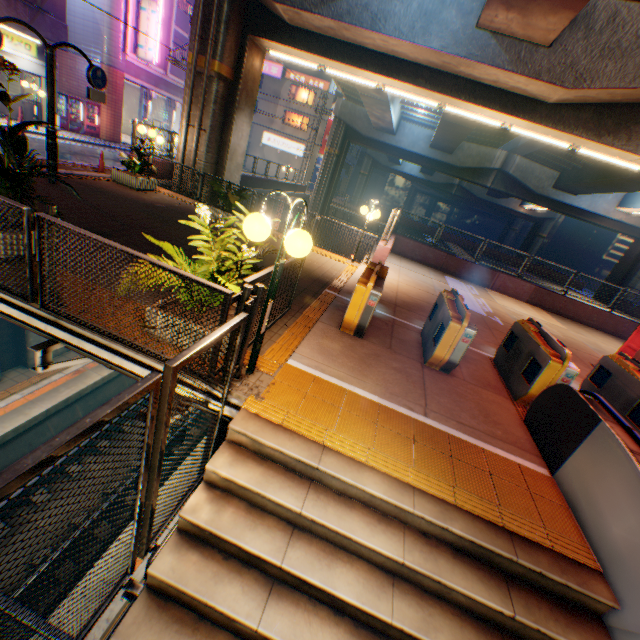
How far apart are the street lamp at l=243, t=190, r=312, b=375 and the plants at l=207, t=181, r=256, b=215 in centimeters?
721cm

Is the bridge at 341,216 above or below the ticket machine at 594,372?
below

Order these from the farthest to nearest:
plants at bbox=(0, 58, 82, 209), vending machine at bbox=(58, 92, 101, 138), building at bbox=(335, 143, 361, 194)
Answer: building at bbox=(335, 143, 361, 194) → vending machine at bbox=(58, 92, 101, 138) → plants at bbox=(0, 58, 82, 209)

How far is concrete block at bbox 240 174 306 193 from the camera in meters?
22.0 m

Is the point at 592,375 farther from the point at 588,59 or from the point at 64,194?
the point at 64,194

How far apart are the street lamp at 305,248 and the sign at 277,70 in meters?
47.6

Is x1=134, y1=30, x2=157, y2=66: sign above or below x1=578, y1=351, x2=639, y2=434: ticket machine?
above

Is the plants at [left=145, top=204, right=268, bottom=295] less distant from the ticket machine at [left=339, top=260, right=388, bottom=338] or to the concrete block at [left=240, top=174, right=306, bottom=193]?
the ticket machine at [left=339, top=260, right=388, bottom=338]
